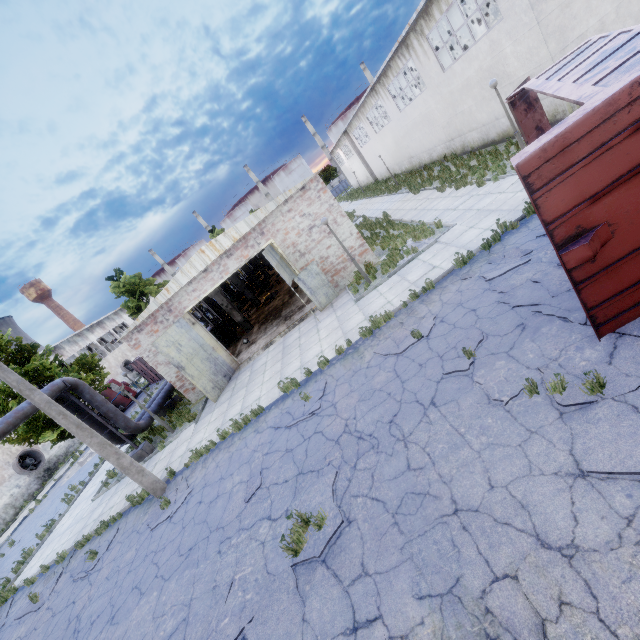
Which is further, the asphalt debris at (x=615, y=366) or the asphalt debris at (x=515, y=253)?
the asphalt debris at (x=515, y=253)

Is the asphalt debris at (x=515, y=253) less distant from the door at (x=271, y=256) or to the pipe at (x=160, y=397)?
the door at (x=271, y=256)

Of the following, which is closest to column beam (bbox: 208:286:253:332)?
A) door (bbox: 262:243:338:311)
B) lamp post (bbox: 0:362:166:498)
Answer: door (bbox: 262:243:338:311)

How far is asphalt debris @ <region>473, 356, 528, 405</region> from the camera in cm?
527

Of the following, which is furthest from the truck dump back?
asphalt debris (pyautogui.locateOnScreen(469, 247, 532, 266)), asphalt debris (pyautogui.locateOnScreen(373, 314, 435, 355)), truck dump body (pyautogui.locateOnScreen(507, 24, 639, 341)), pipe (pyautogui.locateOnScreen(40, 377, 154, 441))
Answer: pipe (pyautogui.locateOnScreen(40, 377, 154, 441))

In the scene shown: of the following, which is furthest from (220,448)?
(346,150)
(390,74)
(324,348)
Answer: (346,150)

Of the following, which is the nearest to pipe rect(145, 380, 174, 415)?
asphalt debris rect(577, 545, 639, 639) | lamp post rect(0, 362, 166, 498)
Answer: lamp post rect(0, 362, 166, 498)

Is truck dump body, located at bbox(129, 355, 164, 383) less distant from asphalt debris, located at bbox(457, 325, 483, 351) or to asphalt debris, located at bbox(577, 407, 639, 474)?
asphalt debris, located at bbox(457, 325, 483, 351)
